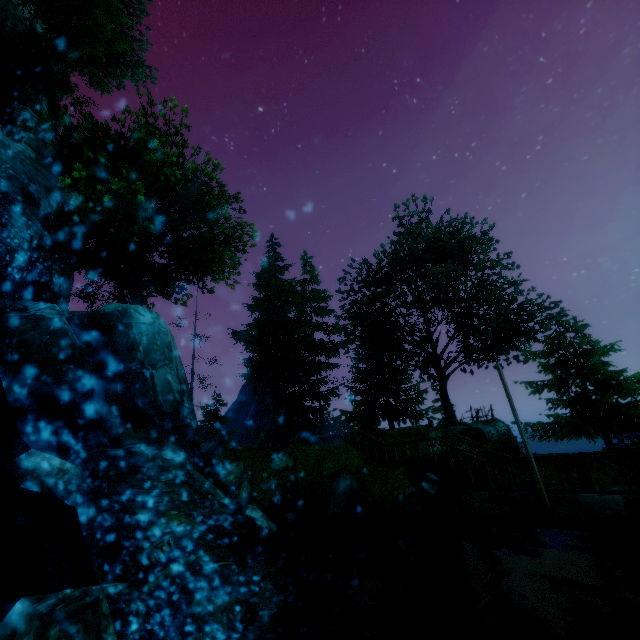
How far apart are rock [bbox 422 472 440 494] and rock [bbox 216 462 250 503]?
8.8 meters

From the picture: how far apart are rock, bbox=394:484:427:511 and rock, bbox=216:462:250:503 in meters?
7.9

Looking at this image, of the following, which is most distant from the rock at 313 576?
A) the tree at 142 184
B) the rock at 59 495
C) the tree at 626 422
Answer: the tree at 626 422

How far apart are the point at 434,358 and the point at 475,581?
19.24m

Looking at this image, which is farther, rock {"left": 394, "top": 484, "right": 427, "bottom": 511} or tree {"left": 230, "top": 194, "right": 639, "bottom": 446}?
tree {"left": 230, "top": 194, "right": 639, "bottom": 446}

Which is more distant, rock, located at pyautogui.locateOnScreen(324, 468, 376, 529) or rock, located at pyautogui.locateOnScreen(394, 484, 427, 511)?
rock, located at pyautogui.locateOnScreen(324, 468, 376, 529)

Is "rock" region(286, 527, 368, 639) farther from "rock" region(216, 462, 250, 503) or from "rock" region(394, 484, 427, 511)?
"rock" region(216, 462, 250, 503)

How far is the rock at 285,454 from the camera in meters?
18.8 m
